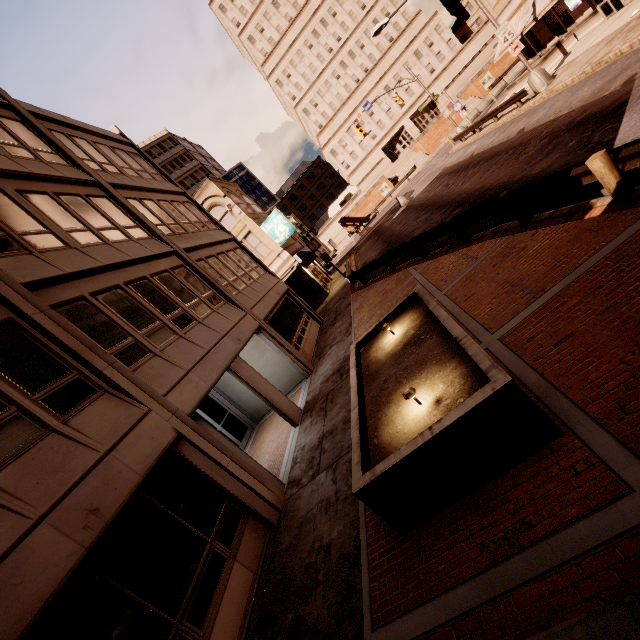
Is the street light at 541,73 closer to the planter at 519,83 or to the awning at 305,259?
the planter at 519,83

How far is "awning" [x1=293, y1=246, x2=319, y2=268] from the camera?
26.7 meters

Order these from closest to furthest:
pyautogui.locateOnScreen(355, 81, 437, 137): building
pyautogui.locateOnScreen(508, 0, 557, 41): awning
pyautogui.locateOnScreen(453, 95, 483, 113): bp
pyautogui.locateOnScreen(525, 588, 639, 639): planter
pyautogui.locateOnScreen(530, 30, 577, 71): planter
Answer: pyautogui.locateOnScreen(525, 588, 639, 639): planter < pyautogui.locateOnScreen(508, 0, 557, 41): awning < pyautogui.locateOnScreen(530, 30, 577, 71): planter < pyautogui.locateOnScreen(453, 95, 483, 113): bp < pyautogui.locateOnScreen(355, 81, 437, 137): building

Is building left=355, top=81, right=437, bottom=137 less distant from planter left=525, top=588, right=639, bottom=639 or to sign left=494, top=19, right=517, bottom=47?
sign left=494, top=19, right=517, bottom=47

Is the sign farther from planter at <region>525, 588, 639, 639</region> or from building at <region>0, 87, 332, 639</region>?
planter at <region>525, 588, 639, 639</region>

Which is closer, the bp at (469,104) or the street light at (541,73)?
the street light at (541,73)

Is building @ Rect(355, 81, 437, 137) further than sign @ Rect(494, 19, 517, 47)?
Yes

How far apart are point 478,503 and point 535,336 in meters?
2.8
